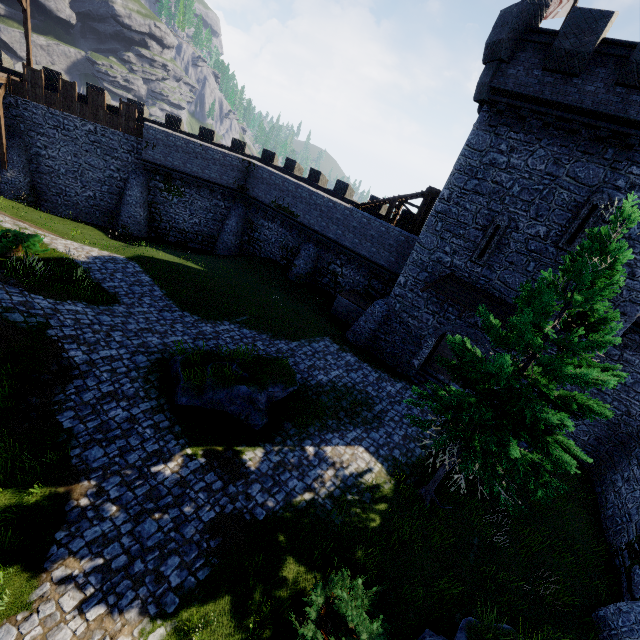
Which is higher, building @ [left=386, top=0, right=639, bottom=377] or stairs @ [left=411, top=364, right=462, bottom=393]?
building @ [left=386, top=0, right=639, bottom=377]

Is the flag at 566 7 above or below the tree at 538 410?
above

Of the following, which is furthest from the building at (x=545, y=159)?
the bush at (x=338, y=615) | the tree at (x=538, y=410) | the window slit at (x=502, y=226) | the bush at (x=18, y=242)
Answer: the bush at (x=18, y=242)

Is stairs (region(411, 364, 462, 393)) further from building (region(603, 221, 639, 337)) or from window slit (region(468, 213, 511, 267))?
window slit (region(468, 213, 511, 267))

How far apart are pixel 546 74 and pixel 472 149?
3.45m

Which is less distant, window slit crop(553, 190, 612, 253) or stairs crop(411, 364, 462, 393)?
window slit crop(553, 190, 612, 253)

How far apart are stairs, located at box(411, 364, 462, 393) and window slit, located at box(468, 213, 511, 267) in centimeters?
673cm

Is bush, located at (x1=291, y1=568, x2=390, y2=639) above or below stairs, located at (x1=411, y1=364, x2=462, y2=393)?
above
